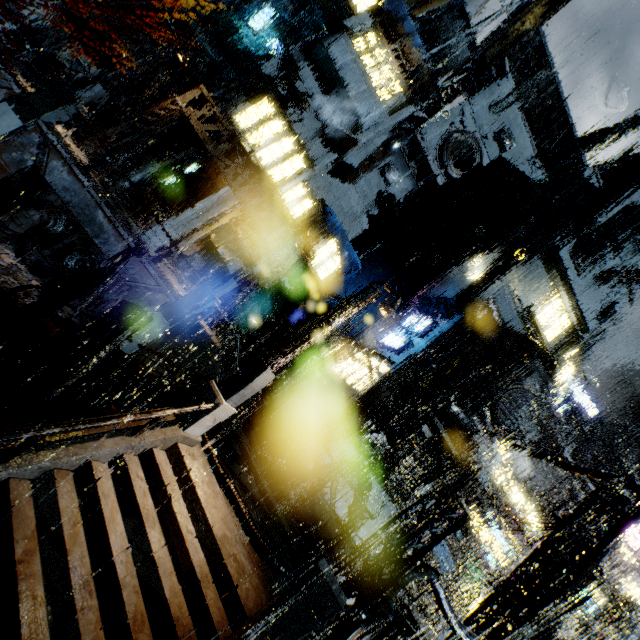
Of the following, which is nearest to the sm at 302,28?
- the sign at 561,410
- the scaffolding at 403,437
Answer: the scaffolding at 403,437

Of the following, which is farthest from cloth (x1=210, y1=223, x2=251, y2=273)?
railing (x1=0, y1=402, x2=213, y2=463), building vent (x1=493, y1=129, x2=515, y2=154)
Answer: building vent (x1=493, y1=129, x2=515, y2=154)

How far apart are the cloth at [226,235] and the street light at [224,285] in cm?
889

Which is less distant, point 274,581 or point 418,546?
point 418,546

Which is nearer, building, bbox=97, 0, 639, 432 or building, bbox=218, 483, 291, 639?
building, bbox=218, 483, 291, 639

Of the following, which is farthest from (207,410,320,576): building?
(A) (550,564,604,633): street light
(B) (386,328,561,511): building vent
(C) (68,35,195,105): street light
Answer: (C) (68,35,195,105): street light

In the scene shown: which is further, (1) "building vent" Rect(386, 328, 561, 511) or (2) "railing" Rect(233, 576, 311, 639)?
(1) "building vent" Rect(386, 328, 561, 511)

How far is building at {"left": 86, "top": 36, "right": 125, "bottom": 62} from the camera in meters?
22.0
